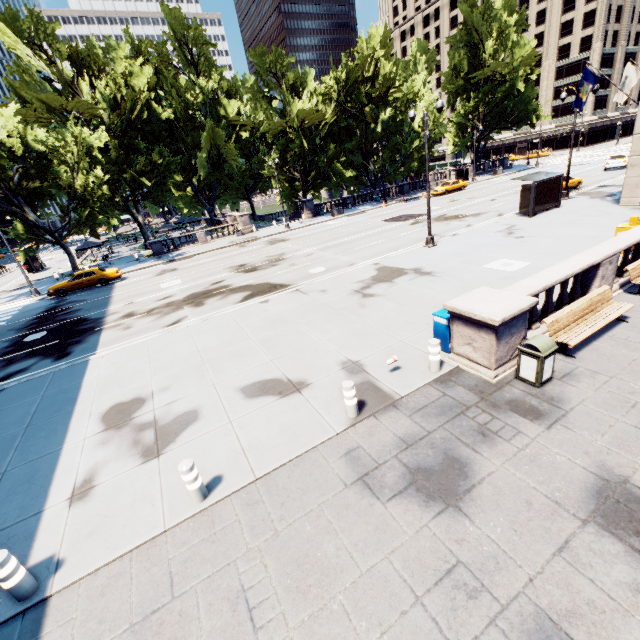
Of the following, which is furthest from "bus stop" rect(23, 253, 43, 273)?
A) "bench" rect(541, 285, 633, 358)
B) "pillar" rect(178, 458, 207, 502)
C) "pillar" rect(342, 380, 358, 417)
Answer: "bench" rect(541, 285, 633, 358)

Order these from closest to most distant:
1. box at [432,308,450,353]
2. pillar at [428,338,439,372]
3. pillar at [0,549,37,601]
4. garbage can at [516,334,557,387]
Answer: pillar at [0,549,37,601]
garbage can at [516,334,557,387]
pillar at [428,338,439,372]
box at [432,308,450,353]

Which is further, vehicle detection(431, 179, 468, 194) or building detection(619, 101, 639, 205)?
vehicle detection(431, 179, 468, 194)

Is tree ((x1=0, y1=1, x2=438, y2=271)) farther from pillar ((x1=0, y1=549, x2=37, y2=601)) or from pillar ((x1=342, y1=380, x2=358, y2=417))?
pillar ((x1=342, y1=380, x2=358, y2=417))

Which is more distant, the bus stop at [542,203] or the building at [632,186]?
A: the bus stop at [542,203]

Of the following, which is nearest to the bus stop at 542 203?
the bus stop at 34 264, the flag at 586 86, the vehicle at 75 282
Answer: the flag at 586 86

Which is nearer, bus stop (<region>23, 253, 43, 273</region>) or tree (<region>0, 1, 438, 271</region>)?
tree (<region>0, 1, 438, 271</region>)

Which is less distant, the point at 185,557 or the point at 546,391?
the point at 185,557
